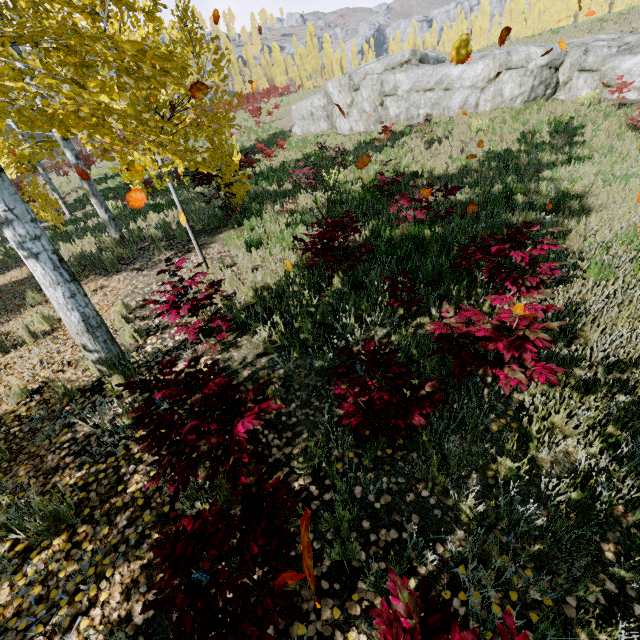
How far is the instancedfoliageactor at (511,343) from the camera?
2.5m

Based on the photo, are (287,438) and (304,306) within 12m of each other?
yes

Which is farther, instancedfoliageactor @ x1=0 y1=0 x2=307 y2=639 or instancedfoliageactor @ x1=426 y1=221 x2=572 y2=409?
instancedfoliageactor @ x1=426 y1=221 x2=572 y2=409

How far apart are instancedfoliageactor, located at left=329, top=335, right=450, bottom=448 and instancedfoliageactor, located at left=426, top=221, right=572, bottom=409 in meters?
0.2

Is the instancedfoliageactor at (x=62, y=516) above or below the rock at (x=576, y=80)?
below

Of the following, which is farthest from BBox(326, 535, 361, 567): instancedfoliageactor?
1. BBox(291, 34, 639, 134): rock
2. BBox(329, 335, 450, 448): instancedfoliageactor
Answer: BBox(291, 34, 639, 134): rock

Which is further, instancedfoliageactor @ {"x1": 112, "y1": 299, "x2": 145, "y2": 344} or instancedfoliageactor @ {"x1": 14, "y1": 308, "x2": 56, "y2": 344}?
instancedfoliageactor @ {"x1": 14, "y1": 308, "x2": 56, "y2": 344}

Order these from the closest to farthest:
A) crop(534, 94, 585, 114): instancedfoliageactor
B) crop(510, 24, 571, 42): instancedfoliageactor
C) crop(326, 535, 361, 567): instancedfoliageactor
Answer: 1. crop(326, 535, 361, 567): instancedfoliageactor
2. crop(534, 94, 585, 114): instancedfoliageactor
3. crop(510, 24, 571, 42): instancedfoliageactor
